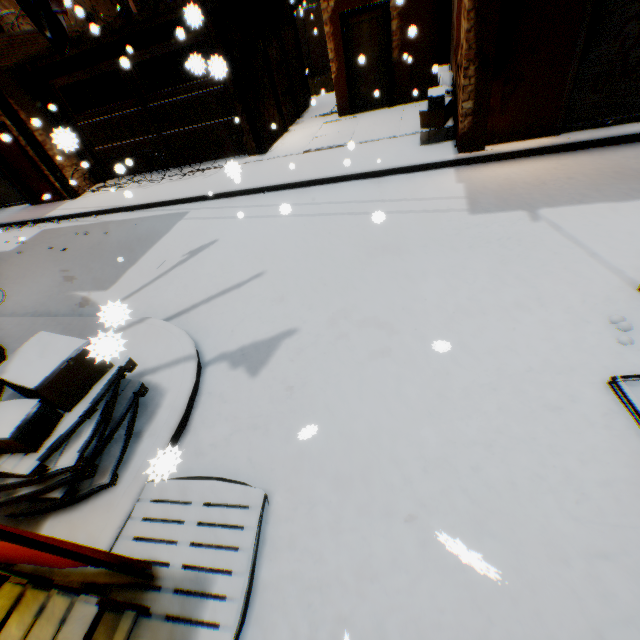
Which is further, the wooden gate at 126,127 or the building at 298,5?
the building at 298,5

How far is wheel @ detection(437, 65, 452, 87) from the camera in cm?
790

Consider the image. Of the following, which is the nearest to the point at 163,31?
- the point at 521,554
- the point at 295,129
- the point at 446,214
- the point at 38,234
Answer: the point at 295,129

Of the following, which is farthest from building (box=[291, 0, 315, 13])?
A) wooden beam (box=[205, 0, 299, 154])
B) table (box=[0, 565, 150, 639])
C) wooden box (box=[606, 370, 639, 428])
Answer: wooden box (box=[606, 370, 639, 428])

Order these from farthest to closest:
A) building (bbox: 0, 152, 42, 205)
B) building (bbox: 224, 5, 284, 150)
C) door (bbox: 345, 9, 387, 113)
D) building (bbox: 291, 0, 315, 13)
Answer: building (bbox: 291, 0, 315, 13) → building (bbox: 0, 152, 42, 205) → door (bbox: 345, 9, 387, 113) → building (bbox: 224, 5, 284, 150)

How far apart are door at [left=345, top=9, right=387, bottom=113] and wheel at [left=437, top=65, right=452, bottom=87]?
0.4m

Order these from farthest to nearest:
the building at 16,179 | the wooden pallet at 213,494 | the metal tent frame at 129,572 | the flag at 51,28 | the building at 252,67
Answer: the building at 16,179
the building at 252,67
the flag at 51,28
the wooden pallet at 213,494
the metal tent frame at 129,572
